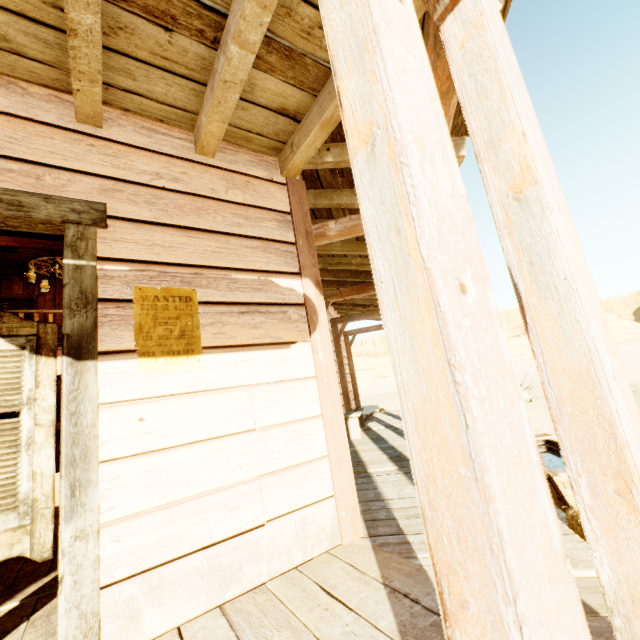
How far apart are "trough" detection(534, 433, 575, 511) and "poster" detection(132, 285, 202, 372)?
2.9 meters

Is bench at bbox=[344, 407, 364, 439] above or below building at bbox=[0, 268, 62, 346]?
below

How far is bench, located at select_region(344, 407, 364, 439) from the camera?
6.1m

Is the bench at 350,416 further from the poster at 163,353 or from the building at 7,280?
the poster at 163,353

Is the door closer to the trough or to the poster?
the poster

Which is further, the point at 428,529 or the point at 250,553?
the point at 250,553

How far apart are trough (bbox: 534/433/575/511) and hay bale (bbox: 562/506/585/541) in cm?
22

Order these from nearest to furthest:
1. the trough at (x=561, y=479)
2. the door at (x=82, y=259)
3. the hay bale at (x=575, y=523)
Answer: the door at (x=82, y=259) < the hay bale at (x=575, y=523) < the trough at (x=561, y=479)
